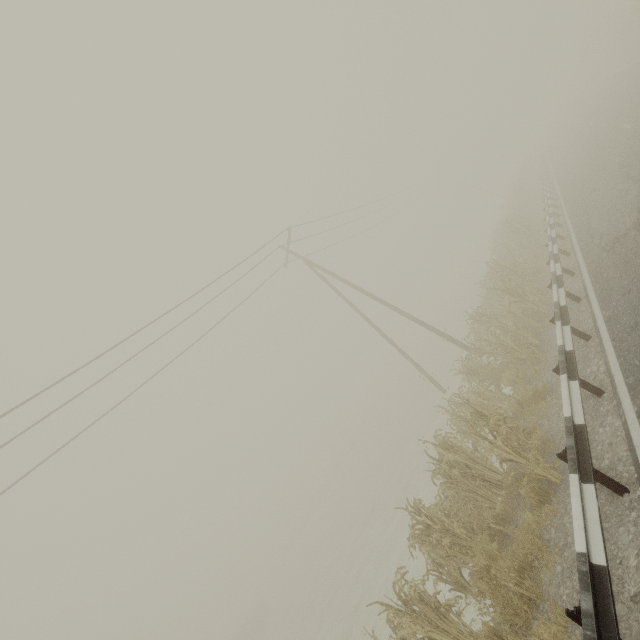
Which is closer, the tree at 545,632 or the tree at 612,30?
the tree at 545,632

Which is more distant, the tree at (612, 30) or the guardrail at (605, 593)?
the tree at (612, 30)

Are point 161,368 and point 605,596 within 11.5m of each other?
no

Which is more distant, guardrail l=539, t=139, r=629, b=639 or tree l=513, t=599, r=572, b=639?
tree l=513, t=599, r=572, b=639

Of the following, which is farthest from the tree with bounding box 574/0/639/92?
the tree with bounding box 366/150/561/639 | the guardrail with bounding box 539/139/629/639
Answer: the tree with bounding box 366/150/561/639

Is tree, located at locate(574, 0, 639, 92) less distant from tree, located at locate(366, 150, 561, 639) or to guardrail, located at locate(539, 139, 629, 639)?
guardrail, located at locate(539, 139, 629, 639)

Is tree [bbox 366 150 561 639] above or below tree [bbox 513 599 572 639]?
above
